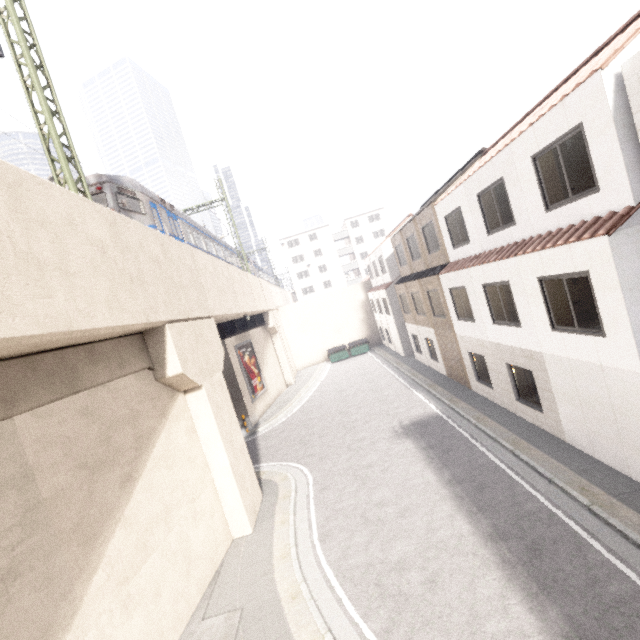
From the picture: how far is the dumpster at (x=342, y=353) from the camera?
33.2 meters

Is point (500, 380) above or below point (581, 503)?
above

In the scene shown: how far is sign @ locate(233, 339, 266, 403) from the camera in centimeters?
2136cm

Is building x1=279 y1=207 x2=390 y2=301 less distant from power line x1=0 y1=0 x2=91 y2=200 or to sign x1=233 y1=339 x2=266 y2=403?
sign x1=233 y1=339 x2=266 y2=403

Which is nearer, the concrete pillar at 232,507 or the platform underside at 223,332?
the concrete pillar at 232,507

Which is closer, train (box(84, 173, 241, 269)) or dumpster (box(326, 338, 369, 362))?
train (box(84, 173, 241, 269))

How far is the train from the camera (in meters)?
11.23

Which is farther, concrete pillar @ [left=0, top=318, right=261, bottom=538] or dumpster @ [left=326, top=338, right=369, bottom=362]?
dumpster @ [left=326, top=338, right=369, bottom=362]
